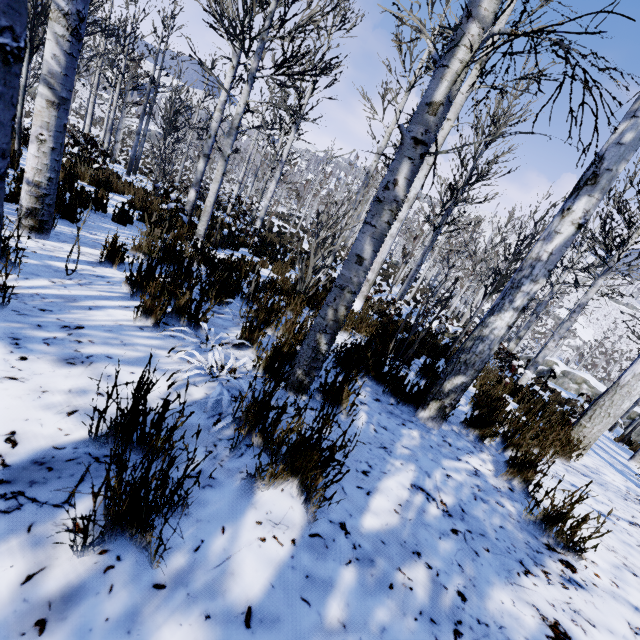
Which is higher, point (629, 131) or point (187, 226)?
point (629, 131)

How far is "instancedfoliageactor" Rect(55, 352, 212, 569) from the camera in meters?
0.8 m

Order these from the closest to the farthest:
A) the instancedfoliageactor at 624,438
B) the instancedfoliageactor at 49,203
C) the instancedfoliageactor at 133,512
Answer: the instancedfoliageactor at 133,512 → the instancedfoliageactor at 49,203 → the instancedfoliageactor at 624,438

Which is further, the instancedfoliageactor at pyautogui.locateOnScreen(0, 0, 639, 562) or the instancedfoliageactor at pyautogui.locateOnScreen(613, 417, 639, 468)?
the instancedfoliageactor at pyautogui.locateOnScreen(613, 417, 639, 468)

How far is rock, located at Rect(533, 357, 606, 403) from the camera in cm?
2214

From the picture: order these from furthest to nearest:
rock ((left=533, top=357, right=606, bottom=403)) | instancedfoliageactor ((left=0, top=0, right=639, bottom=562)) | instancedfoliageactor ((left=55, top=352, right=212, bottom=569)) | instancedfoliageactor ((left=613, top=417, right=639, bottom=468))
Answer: rock ((left=533, top=357, right=606, bottom=403)) → instancedfoliageactor ((left=613, top=417, right=639, bottom=468)) → instancedfoliageactor ((left=0, top=0, right=639, bottom=562)) → instancedfoliageactor ((left=55, top=352, right=212, bottom=569))

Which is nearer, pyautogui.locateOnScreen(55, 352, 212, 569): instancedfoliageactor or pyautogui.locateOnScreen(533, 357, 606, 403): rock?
pyautogui.locateOnScreen(55, 352, 212, 569): instancedfoliageactor

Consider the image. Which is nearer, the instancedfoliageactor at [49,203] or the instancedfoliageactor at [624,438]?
the instancedfoliageactor at [49,203]
